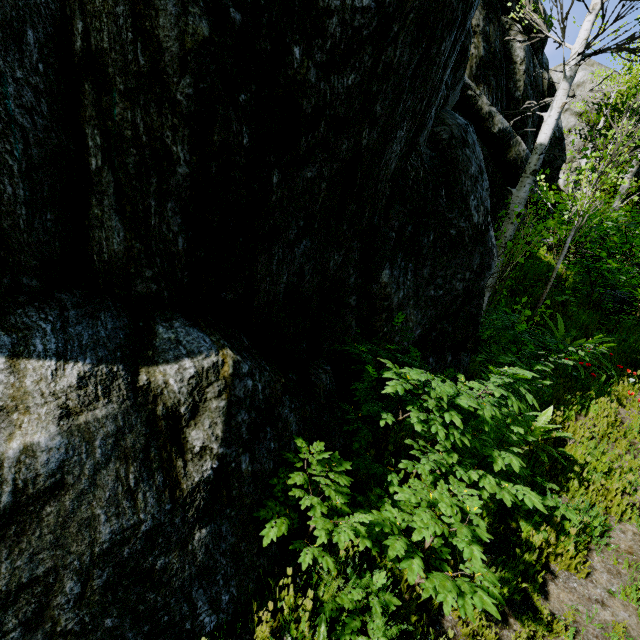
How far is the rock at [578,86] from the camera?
19.4m

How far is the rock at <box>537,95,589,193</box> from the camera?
13.5m

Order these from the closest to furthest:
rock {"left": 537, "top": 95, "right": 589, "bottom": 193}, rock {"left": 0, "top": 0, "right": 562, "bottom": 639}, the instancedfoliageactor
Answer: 1. rock {"left": 0, "top": 0, "right": 562, "bottom": 639}
2. the instancedfoliageactor
3. rock {"left": 537, "top": 95, "right": 589, "bottom": 193}

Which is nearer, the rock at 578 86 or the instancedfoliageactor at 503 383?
the instancedfoliageactor at 503 383

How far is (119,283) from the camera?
2.2m

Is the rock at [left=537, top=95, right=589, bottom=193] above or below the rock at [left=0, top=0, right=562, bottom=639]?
above
